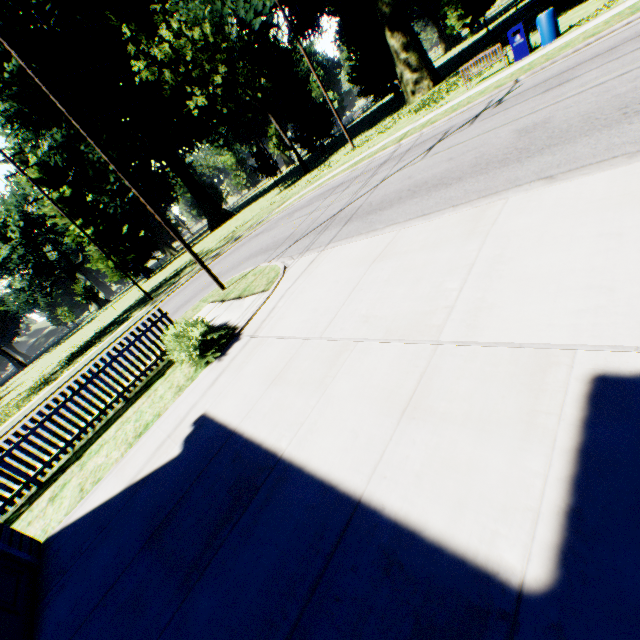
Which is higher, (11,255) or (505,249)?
(11,255)

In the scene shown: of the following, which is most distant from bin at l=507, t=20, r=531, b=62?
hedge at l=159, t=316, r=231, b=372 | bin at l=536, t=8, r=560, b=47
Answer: hedge at l=159, t=316, r=231, b=372

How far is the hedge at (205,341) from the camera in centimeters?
735cm

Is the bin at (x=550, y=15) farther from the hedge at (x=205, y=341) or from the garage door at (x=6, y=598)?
the garage door at (x=6, y=598)

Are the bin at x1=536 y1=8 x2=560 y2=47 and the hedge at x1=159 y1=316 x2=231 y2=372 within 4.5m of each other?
no

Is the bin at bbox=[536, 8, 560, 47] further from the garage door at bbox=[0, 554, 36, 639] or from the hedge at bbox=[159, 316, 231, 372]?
the garage door at bbox=[0, 554, 36, 639]

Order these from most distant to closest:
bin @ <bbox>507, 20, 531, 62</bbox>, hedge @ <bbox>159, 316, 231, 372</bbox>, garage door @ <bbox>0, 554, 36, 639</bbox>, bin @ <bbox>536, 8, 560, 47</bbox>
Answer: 1. bin @ <bbox>507, 20, 531, 62</bbox>
2. bin @ <bbox>536, 8, 560, 47</bbox>
3. hedge @ <bbox>159, 316, 231, 372</bbox>
4. garage door @ <bbox>0, 554, 36, 639</bbox>

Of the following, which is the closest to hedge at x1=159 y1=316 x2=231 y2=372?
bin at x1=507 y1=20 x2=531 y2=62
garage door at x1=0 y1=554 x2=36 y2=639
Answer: garage door at x1=0 y1=554 x2=36 y2=639
